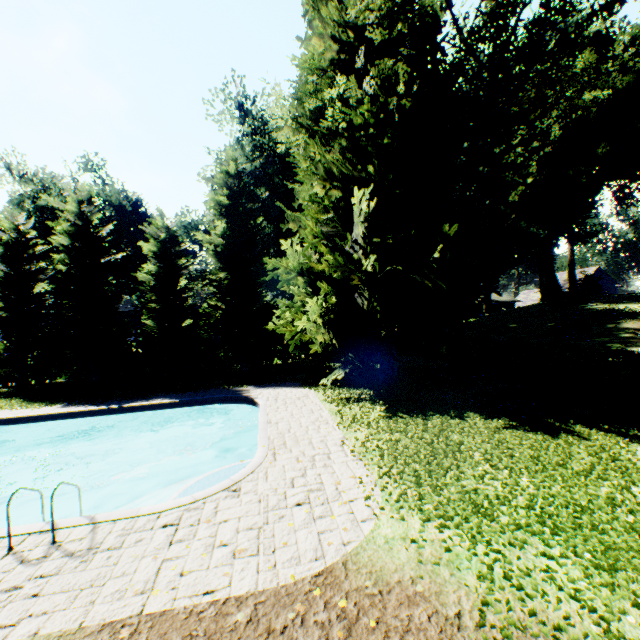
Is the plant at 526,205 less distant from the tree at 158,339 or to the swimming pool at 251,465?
the tree at 158,339

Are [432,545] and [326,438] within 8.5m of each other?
yes

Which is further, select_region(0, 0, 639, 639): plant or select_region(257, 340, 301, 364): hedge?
select_region(257, 340, 301, 364): hedge

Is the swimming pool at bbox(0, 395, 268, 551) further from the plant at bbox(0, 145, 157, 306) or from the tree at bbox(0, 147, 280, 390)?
the tree at bbox(0, 147, 280, 390)

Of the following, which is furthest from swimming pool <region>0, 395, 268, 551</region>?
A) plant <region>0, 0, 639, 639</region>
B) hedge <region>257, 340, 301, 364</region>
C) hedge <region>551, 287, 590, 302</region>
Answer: hedge <region>551, 287, 590, 302</region>

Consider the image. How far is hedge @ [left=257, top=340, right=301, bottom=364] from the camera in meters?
27.0

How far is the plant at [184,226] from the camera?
33.1m
